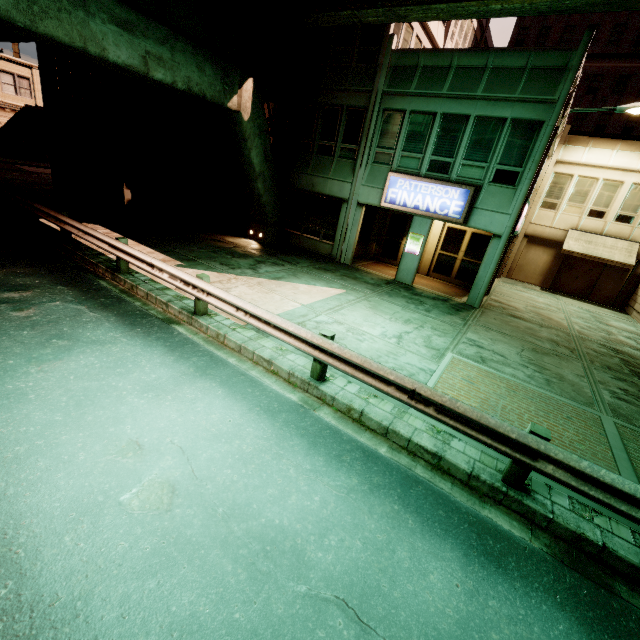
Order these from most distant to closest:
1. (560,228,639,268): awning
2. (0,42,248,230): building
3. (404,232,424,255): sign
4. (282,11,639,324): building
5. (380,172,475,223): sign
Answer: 1. (560,228,639,268): awning
2. (404,232,424,255): sign
3. (0,42,248,230): building
4. (380,172,475,223): sign
5. (282,11,639,324): building

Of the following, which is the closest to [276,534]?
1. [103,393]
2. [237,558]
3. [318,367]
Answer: [237,558]

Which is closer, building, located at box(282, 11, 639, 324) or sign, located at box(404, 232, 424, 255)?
building, located at box(282, 11, 639, 324)

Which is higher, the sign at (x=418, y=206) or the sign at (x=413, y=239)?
the sign at (x=418, y=206)

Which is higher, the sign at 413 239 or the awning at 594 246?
the awning at 594 246

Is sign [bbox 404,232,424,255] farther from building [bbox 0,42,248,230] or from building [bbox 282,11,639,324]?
building [bbox 0,42,248,230]

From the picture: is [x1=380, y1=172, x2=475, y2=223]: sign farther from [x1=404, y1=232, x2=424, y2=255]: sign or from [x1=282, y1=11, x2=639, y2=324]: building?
[x1=404, y1=232, x2=424, y2=255]: sign

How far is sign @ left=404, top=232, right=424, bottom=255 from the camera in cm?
1423
